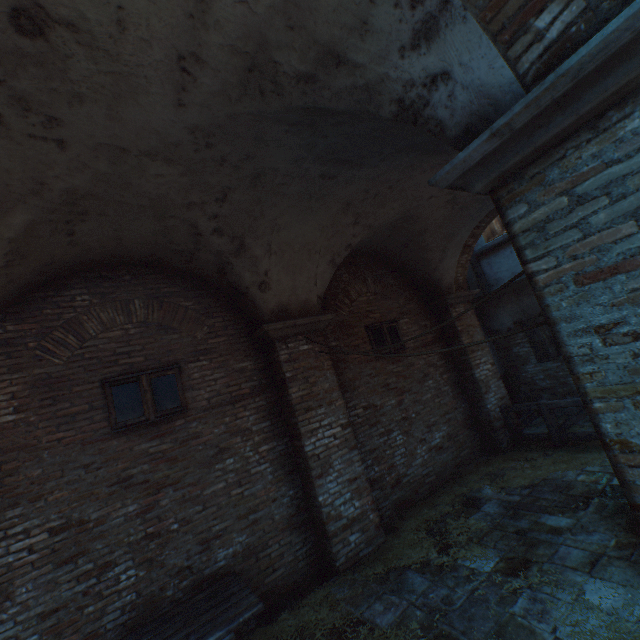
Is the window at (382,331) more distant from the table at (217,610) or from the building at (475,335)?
the table at (217,610)

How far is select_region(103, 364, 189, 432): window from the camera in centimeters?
449cm

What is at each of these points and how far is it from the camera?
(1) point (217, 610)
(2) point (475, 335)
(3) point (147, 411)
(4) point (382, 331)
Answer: (1) table, 3.6 meters
(2) building, 8.5 meters
(3) window, 4.7 meters
(4) window, 7.5 meters

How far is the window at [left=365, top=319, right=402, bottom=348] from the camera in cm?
727

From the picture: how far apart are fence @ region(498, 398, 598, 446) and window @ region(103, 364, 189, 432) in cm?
722

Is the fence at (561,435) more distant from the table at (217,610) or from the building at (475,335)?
the table at (217,610)

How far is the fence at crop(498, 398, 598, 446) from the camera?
6.7 meters

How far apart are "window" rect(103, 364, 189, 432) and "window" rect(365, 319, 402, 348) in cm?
397
